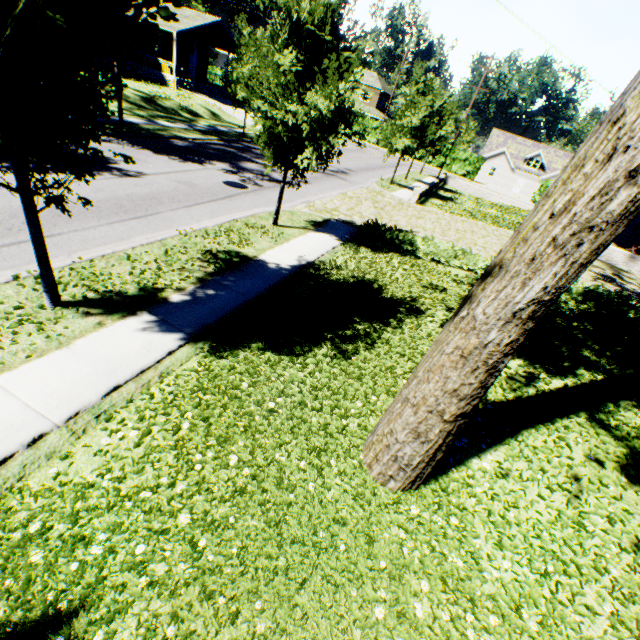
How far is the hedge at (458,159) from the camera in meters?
47.8

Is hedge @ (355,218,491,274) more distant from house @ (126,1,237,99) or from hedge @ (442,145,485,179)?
hedge @ (442,145,485,179)

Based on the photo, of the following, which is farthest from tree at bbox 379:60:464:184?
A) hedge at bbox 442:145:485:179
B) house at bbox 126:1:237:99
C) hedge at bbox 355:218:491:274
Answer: hedge at bbox 442:145:485:179

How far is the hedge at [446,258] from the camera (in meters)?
11.48

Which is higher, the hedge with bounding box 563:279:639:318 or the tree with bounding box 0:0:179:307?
the tree with bounding box 0:0:179:307

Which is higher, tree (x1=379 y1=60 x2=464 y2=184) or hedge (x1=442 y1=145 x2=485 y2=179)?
tree (x1=379 y1=60 x2=464 y2=184)

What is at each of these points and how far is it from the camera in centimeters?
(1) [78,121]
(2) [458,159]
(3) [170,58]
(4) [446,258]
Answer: (1) tree, 333cm
(2) hedge, 4847cm
(3) house, 3450cm
(4) hedge, 1165cm

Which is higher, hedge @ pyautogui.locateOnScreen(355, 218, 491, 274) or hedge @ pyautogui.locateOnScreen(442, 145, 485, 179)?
hedge @ pyautogui.locateOnScreen(442, 145, 485, 179)
